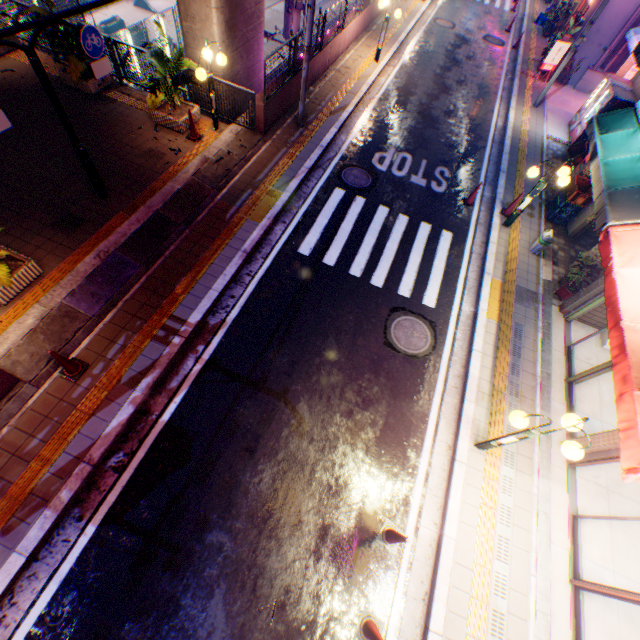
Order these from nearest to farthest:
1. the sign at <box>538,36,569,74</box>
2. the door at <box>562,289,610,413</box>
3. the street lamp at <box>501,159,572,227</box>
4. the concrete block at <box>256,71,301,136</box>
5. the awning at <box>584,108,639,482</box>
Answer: the awning at <box>584,108,639,482</box>, the door at <box>562,289,610,413</box>, the street lamp at <box>501,159,572,227</box>, the concrete block at <box>256,71,301,136</box>, the sign at <box>538,36,569,74</box>

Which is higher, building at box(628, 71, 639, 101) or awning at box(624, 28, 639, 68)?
awning at box(624, 28, 639, 68)

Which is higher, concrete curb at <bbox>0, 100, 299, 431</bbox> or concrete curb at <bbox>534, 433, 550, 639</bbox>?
concrete curb at <bbox>0, 100, 299, 431</bbox>

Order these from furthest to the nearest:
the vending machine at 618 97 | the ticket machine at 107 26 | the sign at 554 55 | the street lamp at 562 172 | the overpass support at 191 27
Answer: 1. the ticket machine at 107 26
2. the sign at 554 55
3. the vending machine at 618 97
4. the overpass support at 191 27
5. the street lamp at 562 172

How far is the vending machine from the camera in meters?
12.2 m

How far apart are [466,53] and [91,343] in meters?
23.3 m

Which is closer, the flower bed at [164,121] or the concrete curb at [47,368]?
the concrete curb at [47,368]

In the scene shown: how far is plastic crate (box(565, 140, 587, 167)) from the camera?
12.63m
